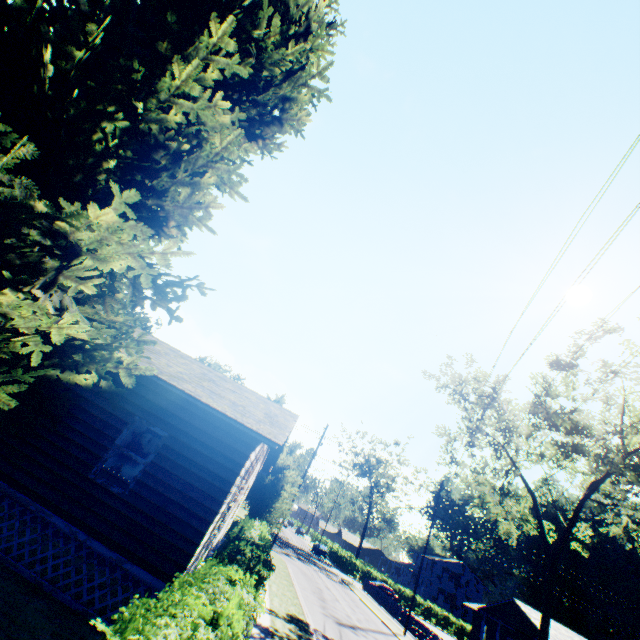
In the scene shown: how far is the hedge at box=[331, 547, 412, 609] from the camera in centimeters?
4975cm

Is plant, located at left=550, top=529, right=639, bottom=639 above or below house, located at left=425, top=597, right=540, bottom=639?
above

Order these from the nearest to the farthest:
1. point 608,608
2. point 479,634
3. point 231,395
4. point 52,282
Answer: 1. point 52,282
2. point 231,395
3. point 479,634
4. point 608,608

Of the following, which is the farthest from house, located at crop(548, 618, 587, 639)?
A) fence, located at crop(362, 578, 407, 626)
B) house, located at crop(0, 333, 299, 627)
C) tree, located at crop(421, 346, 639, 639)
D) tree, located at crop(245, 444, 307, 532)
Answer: house, located at crop(0, 333, 299, 627)

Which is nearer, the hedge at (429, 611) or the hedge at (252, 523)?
the hedge at (252, 523)

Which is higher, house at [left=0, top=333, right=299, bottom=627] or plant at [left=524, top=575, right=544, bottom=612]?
plant at [left=524, top=575, right=544, bottom=612]

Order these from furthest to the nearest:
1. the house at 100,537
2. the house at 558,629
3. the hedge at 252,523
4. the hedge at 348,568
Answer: the hedge at 348,568
the house at 558,629
the house at 100,537
the hedge at 252,523
